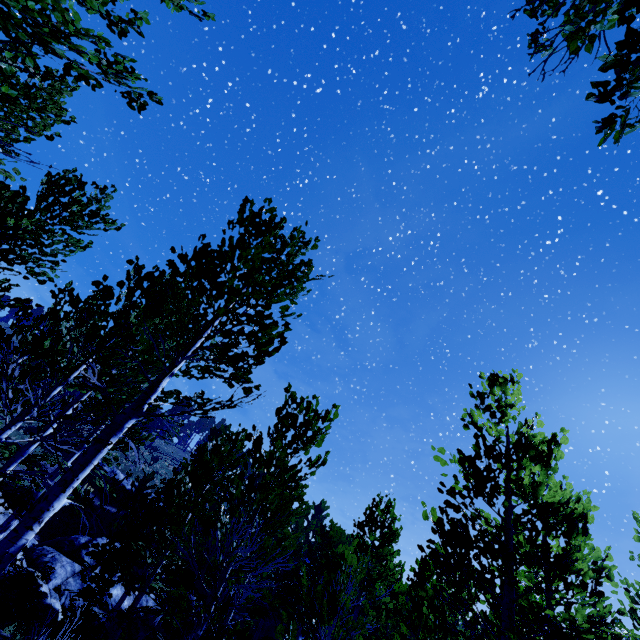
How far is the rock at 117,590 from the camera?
15.07m

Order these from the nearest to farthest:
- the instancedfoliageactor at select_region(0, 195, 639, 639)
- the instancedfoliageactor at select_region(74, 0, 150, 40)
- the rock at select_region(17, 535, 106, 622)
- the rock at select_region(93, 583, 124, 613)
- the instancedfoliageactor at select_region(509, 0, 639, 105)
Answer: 1. the instancedfoliageactor at select_region(509, 0, 639, 105)
2. the instancedfoliageactor at select_region(74, 0, 150, 40)
3. the instancedfoliageactor at select_region(0, 195, 639, 639)
4. the rock at select_region(17, 535, 106, 622)
5. the rock at select_region(93, 583, 124, 613)

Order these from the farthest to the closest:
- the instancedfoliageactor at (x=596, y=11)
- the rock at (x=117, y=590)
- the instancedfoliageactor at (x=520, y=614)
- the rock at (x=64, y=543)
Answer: the rock at (x=117, y=590) → the rock at (x=64, y=543) → the instancedfoliageactor at (x=520, y=614) → the instancedfoliageactor at (x=596, y=11)

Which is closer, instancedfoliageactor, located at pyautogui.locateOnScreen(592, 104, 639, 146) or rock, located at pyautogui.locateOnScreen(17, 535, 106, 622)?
instancedfoliageactor, located at pyautogui.locateOnScreen(592, 104, 639, 146)

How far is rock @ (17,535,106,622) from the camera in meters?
13.2 m

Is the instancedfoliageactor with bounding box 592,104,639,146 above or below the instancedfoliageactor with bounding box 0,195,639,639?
above

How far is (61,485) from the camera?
3.0 meters
